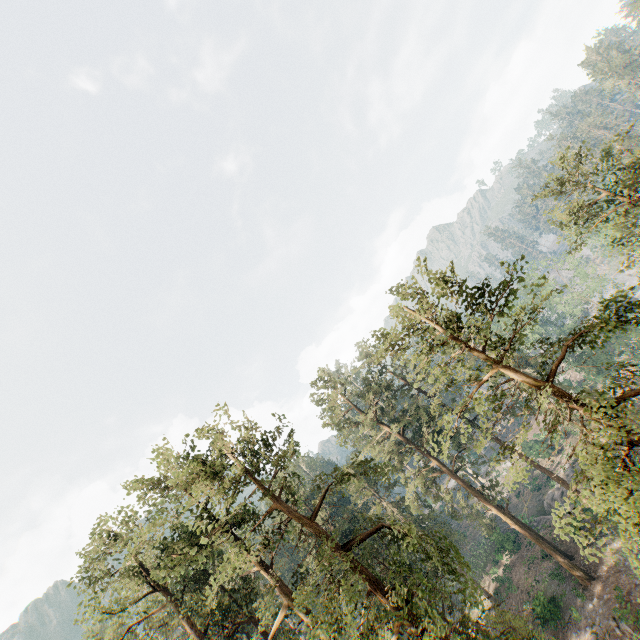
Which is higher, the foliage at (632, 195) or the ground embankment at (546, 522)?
the foliage at (632, 195)

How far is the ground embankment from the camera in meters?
39.2

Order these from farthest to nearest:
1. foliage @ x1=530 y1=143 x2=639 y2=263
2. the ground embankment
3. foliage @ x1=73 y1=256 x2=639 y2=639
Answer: the ground embankment → foliage @ x1=530 y1=143 x2=639 y2=263 → foliage @ x1=73 y1=256 x2=639 y2=639

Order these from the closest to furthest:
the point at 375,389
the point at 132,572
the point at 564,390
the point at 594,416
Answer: the point at 594,416 → the point at 132,572 → the point at 375,389 → the point at 564,390

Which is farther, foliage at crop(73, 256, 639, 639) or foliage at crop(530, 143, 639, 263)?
foliage at crop(530, 143, 639, 263)

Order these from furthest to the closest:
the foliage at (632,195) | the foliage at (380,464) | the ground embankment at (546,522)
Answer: the ground embankment at (546,522) → the foliage at (632,195) → the foliage at (380,464)

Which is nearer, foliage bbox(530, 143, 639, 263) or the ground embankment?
foliage bbox(530, 143, 639, 263)
